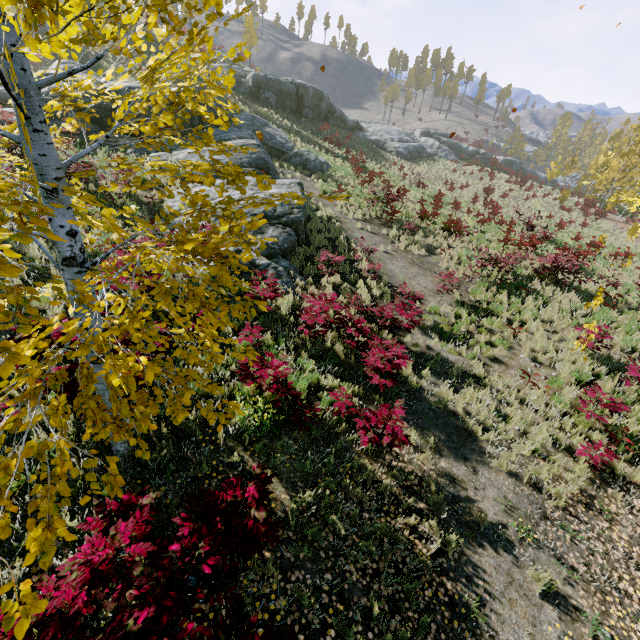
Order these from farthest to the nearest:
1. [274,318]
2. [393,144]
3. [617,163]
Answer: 1. [393,144]
2. [617,163]
3. [274,318]

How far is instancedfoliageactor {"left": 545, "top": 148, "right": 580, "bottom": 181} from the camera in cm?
3653

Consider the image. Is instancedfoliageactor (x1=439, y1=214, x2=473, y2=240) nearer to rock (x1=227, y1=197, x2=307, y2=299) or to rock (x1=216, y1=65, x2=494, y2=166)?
rock (x1=227, y1=197, x2=307, y2=299)

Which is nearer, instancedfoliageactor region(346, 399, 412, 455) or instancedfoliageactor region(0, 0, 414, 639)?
instancedfoliageactor region(0, 0, 414, 639)

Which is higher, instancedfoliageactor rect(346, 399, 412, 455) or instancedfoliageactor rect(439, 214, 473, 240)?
instancedfoliageactor rect(439, 214, 473, 240)

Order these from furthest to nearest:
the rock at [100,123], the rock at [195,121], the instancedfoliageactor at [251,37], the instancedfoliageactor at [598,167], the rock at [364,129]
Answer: the rock at [364,129]
the instancedfoliageactor at [598,167]
the rock at [195,121]
the rock at [100,123]
the instancedfoliageactor at [251,37]

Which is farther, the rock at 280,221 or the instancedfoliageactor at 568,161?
the instancedfoliageactor at 568,161
